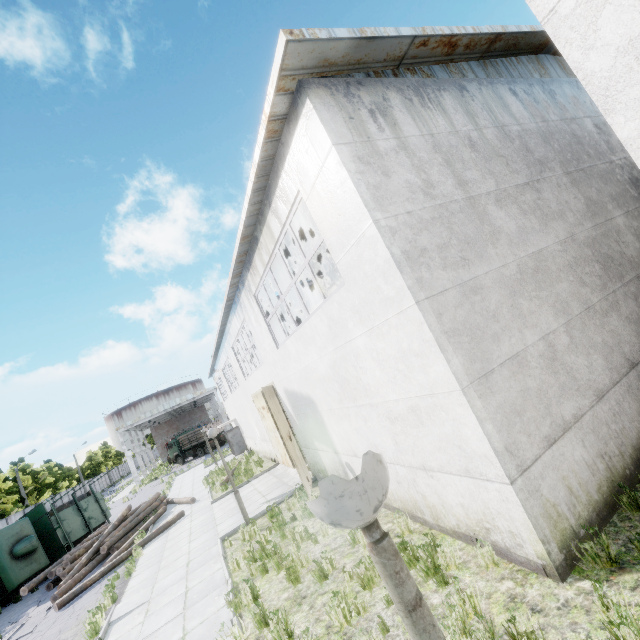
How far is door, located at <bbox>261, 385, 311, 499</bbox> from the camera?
10.0m

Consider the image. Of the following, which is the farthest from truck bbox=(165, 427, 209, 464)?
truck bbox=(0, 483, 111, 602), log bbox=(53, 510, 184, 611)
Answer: log bbox=(53, 510, 184, 611)

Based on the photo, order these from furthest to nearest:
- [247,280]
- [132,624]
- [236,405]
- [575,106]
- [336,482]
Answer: [236,405]
[247,280]
[575,106]
[132,624]
[336,482]

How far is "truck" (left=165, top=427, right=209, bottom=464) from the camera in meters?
43.1

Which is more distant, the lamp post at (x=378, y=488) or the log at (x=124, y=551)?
the log at (x=124, y=551)

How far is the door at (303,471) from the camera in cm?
1004

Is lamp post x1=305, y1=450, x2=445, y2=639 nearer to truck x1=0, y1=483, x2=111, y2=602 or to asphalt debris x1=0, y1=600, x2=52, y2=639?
asphalt debris x1=0, y1=600, x2=52, y2=639

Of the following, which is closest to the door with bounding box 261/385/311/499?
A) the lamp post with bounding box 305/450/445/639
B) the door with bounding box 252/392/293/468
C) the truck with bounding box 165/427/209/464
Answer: the door with bounding box 252/392/293/468
